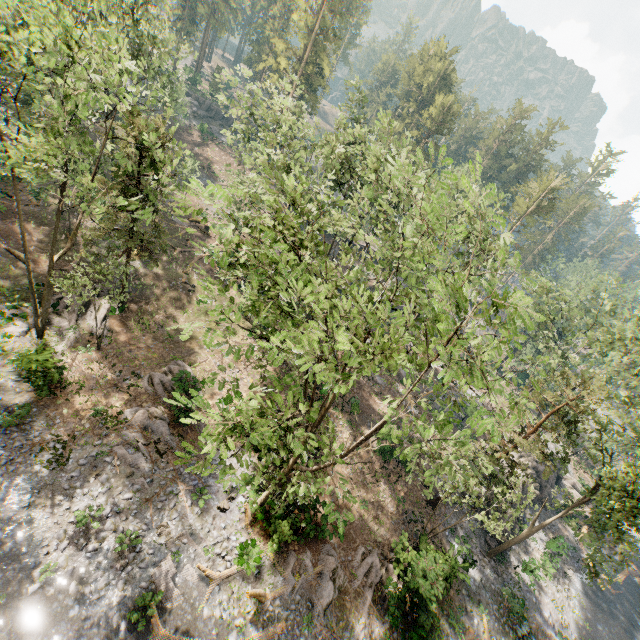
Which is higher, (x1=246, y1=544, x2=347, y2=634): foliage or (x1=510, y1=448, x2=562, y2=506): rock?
(x1=510, y1=448, x2=562, y2=506): rock

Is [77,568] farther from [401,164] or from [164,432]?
[401,164]

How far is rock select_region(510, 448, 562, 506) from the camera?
29.86m

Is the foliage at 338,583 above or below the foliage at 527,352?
below

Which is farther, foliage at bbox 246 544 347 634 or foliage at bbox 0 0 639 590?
foliage at bbox 246 544 347 634

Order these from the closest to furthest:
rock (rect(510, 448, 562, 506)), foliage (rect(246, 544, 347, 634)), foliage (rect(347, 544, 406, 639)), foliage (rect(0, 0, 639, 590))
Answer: foliage (rect(0, 0, 639, 590))
foliage (rect(246, 544, 347, 634))
foliage (rect(347, 544, 406, 639))
rock (rect(510, 448, 562, 506))

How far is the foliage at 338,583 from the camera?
16.3m

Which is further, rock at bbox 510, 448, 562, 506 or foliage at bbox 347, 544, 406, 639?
rock at bbox 510, 448, 562, 506
